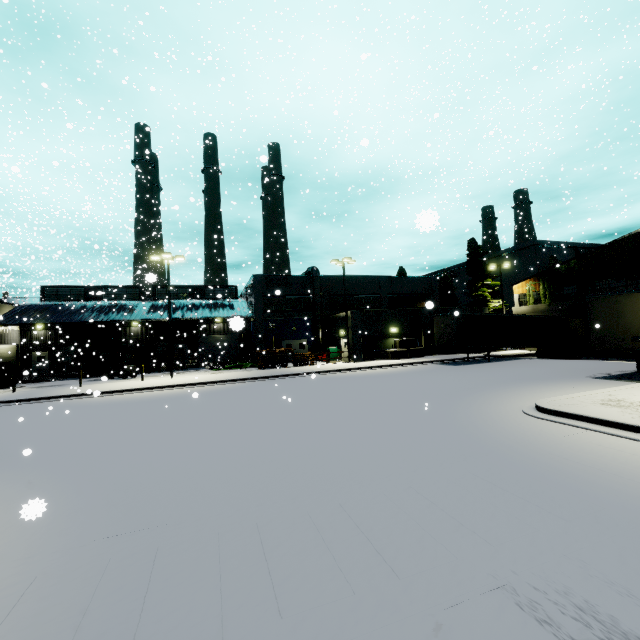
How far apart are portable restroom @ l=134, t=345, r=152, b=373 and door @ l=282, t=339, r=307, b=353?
13.7 meters

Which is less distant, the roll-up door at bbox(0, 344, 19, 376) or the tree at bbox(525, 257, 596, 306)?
the tree at bbox(525, 257, 596, 306)

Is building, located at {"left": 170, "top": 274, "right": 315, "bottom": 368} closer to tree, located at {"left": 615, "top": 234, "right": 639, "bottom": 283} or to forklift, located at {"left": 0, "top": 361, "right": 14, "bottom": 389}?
tree, located at {"left": 615, "top": 234, "right": 639, "bottom": 283}

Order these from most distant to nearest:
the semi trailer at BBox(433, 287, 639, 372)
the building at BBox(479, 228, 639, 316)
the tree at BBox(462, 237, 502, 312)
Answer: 1. the tree at BBox(462, 237, 502, 312)
2. the building at BBox(479, 228, 639, 316)
3. the semi trailer at BBox(433, 287, 639, 372)

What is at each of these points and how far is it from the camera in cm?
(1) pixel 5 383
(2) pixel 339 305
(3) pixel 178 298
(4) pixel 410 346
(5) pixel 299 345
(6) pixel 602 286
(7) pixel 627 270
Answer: (1) forklift, 2558
(2) building, 3931
(3) building, 4303
(4) concrete block, 3136
(5) door, 3731
(6) building, 2903
(7) tree, 2709

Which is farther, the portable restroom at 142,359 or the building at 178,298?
the building at 178,298

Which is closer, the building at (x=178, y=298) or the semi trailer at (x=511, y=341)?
the semi trailer at (x=511, y=341)

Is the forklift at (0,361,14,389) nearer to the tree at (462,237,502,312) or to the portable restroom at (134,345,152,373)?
the portable restroom at (134,345,152,373)
